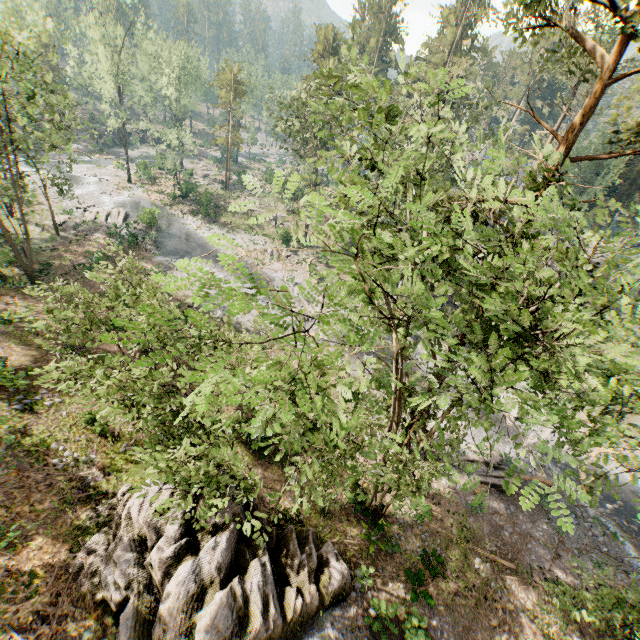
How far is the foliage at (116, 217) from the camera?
35.91m

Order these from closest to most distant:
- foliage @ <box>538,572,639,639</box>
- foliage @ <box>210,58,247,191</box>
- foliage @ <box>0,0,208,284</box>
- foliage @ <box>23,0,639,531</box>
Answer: foliage @ <box>23,0,639,531</box>
foliage @ <box>538,572,639,639</box>
foliage @ <box>0,0,208,284</box>
foliage @ <box>210,58,247,191</box>

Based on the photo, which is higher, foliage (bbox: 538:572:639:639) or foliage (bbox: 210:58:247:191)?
foliage (bbox: 210:58:247:191)

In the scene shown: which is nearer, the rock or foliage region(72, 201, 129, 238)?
the rock

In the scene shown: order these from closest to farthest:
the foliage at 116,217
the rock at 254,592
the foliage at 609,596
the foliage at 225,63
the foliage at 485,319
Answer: the foliage at 485,319, the foliage at 609,596, the rock at 254,592, the foliage at 116,217, the foliage at 225,63

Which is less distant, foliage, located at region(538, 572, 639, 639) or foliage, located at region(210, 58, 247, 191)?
foliage, located at region(538, 572, 639, 639)

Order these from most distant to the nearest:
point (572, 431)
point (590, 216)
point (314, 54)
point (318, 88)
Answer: point (314, 54)
point (590, 216)
point (318, 88)
point (572, 431)
